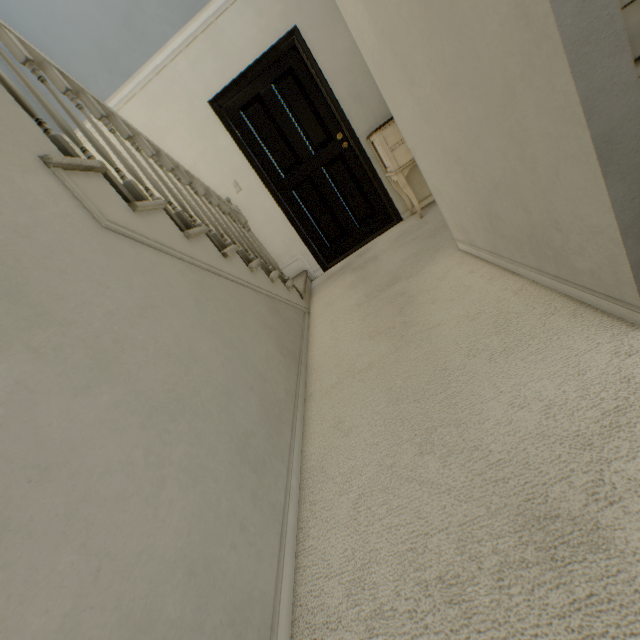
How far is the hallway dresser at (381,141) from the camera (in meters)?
3.04

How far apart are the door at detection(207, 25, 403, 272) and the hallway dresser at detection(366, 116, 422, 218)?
0.1 meters

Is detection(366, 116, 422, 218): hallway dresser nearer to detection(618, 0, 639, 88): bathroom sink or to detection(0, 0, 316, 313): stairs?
detection(0, 0, 316, 313): stairs

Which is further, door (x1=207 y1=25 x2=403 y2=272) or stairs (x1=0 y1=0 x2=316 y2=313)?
door (x1=207 y1=25 x2=403 y2=272)

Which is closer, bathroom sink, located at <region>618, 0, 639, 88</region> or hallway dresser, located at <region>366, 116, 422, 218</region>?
bathroom sink, located at <region>618, 0, 639, 88</region>

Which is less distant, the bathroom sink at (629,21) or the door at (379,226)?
the bathroom sink at (629,21)

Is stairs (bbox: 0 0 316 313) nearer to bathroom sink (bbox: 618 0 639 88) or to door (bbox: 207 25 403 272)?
door (bbox: 207 25 403 272)

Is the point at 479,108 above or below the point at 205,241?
below
